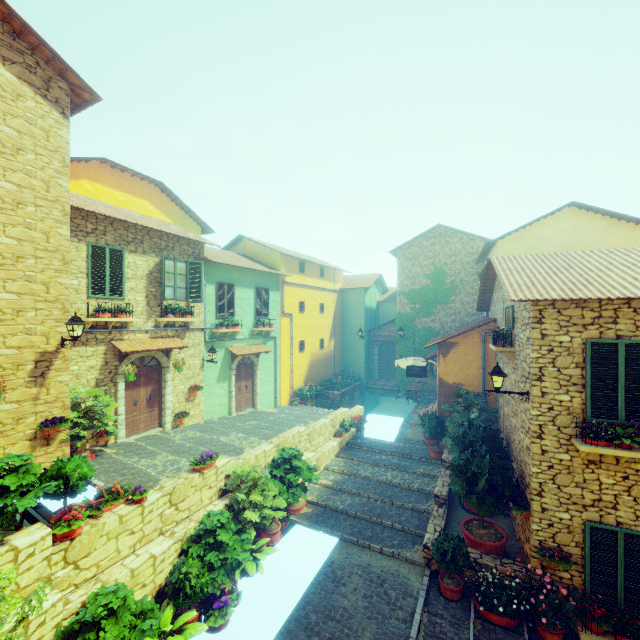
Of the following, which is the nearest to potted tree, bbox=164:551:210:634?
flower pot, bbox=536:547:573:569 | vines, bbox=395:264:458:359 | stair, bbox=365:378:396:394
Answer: flower pot, bbox=536:547:573:569

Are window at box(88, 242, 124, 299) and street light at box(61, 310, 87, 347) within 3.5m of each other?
yes

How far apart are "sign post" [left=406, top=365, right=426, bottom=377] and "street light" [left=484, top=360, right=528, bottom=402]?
7.2m

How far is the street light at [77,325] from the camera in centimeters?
776cm

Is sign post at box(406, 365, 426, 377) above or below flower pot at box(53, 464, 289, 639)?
above

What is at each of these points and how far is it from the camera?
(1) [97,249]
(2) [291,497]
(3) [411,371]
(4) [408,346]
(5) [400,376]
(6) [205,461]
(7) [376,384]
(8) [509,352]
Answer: (1) window, 9.9m
(2) potted tree, 9.5m
(3) sign post, 15.1m
(4) vines, 21.5m
(5) vines, 21.8m
(6) flower pot, 8.1m
(7) stair, 24.2m
(8) window sill, 8.9m

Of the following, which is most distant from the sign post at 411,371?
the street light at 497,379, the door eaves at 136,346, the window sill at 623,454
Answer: the door eaves at 136,346

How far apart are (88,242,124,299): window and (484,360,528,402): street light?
11.0m
